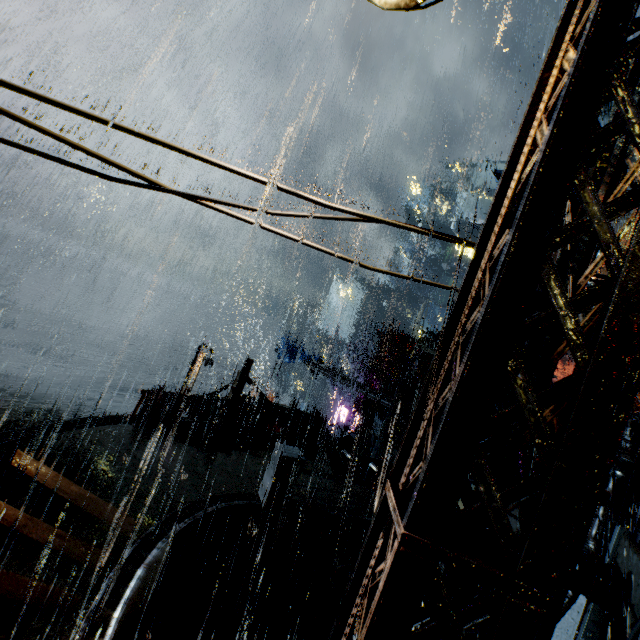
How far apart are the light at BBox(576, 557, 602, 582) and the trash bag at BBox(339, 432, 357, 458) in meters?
9.1

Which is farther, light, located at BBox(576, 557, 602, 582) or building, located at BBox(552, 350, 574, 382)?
building, located at BBox(552, 350, 574, 382)

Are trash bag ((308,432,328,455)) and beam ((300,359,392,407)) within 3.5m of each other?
no

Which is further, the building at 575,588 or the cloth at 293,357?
the cloth at 293,357

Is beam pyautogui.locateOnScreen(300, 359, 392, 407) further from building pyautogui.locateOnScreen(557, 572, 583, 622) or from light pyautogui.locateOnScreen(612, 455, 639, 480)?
light pyautogui.locateOnScreen(612, 455, 639, 480)

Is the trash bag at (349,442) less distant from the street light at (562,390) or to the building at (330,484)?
the building at (330,484)

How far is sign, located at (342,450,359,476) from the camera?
14.0m

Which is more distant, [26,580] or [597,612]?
[597,612]
